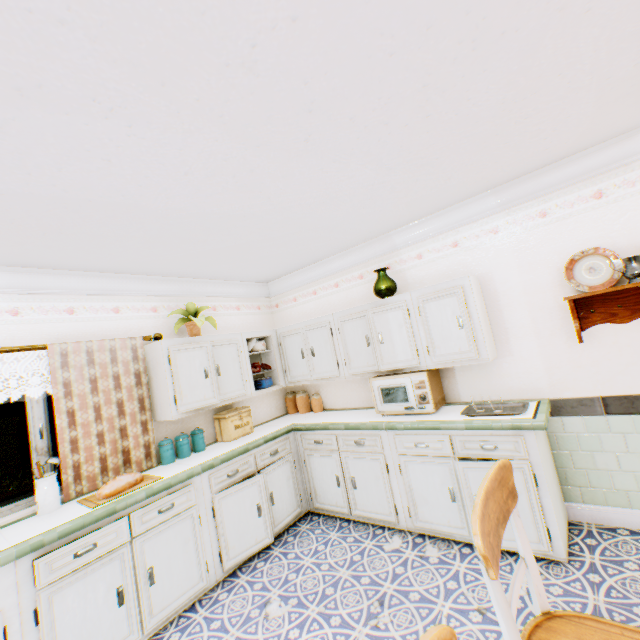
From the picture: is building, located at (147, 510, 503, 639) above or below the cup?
below

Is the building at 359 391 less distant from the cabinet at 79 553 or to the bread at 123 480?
the cabinet at 79 553

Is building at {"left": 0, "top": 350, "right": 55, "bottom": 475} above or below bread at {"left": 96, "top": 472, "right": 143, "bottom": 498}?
above

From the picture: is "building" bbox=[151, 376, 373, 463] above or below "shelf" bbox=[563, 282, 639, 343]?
below

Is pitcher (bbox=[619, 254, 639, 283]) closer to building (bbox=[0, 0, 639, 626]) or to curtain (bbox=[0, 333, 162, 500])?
building (bbox=[0, 0, 639, 626])

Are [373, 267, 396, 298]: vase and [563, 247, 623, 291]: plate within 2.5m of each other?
yes

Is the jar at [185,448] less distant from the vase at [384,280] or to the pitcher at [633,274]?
the vase at [384,280]

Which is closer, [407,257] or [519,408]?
[519,408]
